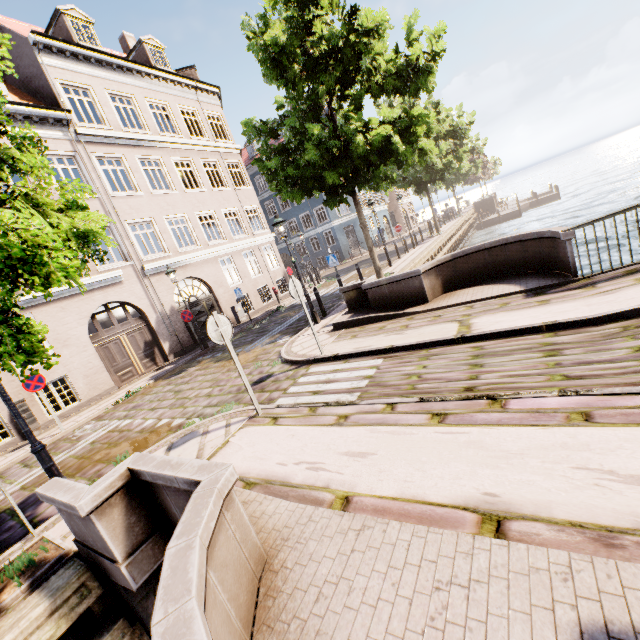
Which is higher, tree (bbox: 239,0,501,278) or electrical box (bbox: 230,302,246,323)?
tree (bbox: 239,0,501,278)

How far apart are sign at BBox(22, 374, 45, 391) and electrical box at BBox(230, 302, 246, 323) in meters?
9.5 m

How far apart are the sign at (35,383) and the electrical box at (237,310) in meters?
9.5 m

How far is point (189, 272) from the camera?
16.61m

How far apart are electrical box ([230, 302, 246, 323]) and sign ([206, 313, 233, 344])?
13.0m

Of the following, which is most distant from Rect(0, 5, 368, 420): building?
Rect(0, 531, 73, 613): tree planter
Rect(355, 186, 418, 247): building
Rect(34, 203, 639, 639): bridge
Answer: Rect(0, 531, 73, 613): tree planter

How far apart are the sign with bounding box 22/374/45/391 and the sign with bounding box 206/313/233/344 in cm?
786

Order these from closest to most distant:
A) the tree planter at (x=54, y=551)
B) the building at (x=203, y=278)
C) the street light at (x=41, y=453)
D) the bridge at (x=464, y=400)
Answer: the bridge at (x=464, y=400) < the tree planter at (x=54, y=551) < the street light at (x=41, y=453) < the building at (x=203, y=278)
